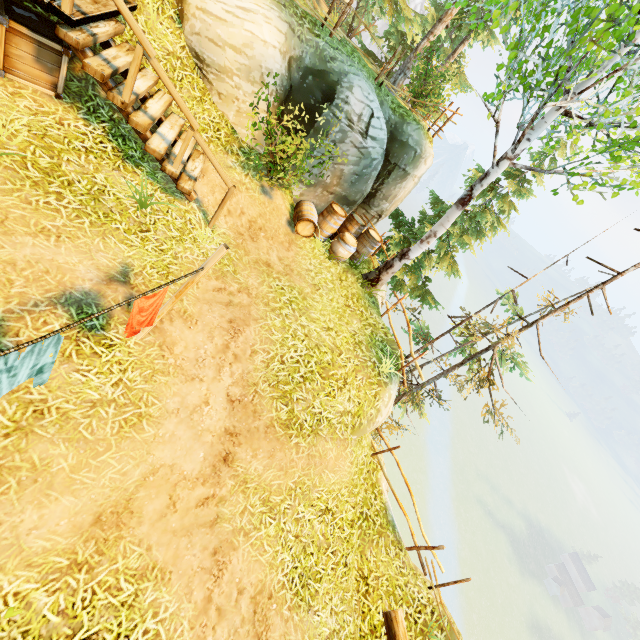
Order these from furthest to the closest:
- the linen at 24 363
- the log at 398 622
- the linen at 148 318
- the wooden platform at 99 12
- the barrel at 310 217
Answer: the barrel at 310 217 < the log at 398 622 < the wooden platform at 99 12 < the linen at 148 318 < the linen at 24 363

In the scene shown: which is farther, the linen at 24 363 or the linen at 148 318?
the linen at 148 318

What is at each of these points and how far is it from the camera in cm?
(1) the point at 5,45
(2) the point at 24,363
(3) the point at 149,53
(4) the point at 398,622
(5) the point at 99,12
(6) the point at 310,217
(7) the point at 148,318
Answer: (1) box, 467
(2) linen, 262
(3) rail, 470
(4) log, 629
(5) wooden platform, 494
(6) barrel, 886
(7) linen, 382

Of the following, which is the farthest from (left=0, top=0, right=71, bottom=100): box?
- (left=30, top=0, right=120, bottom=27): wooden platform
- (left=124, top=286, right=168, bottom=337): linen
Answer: (left=124, top=286, right=168, bottom=337): linen

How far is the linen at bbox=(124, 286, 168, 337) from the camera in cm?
341

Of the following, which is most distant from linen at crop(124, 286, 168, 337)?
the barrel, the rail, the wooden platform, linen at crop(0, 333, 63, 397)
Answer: the barrel

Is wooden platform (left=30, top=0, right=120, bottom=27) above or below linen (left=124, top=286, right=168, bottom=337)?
above

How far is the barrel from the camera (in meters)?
9.00
